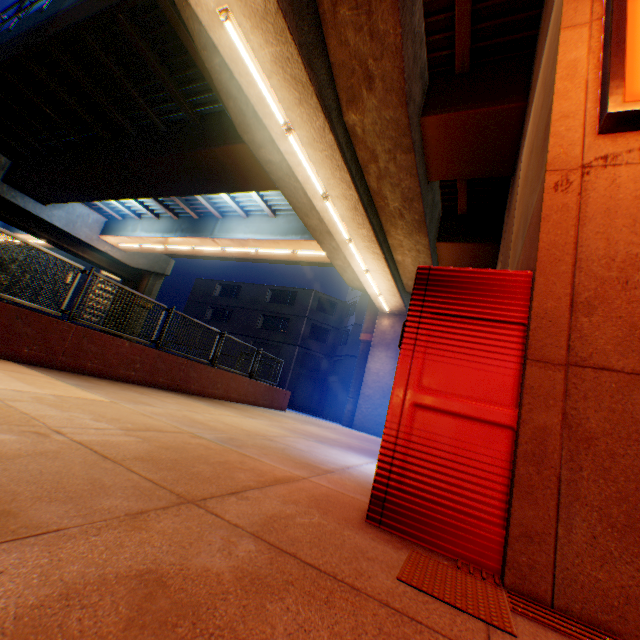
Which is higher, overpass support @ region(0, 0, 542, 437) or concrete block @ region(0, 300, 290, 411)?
overpass support @ region(0, 0, 542, 437)

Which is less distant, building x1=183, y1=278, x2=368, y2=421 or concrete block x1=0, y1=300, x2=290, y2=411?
concrete block x1=0, y1=300, x2=290, y2=411

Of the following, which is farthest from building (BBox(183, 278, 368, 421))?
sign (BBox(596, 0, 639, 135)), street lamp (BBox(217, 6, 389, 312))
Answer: sign (BBox(596, 0, 639, 135))

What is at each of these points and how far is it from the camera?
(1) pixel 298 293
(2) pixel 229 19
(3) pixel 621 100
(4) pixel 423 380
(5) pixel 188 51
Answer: (1) building, 33.3 meters
(2) street lamp, 5.2 meters
(3) sign, 2.2 meters
(4) vending machine, 2.4 meters
(5) overpass support, 9.0 meters

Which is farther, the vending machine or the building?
the building

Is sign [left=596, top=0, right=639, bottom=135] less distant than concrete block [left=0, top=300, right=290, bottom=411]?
Yes

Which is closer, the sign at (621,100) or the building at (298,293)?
the sign at (621,100)

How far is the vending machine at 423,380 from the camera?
2.1m
